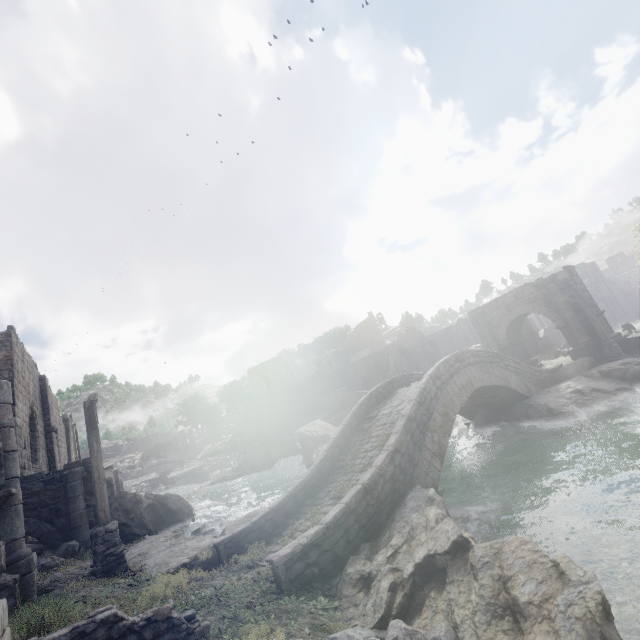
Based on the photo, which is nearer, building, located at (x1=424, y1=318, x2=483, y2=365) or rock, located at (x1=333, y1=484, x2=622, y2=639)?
rock, located at (x1=333, y1=484, x2=622, y2=639)

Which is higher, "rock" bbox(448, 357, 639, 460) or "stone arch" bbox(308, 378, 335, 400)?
"stone arch" bbox(308, 378, 335, 400)

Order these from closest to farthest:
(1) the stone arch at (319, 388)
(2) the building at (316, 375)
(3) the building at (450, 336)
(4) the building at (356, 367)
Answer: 1. (3) the building at (450, 336)
2. (4) the building at (356, 367)
3. (1) the stone arch at (319, 388)
4. (2) the building at (316, 375)

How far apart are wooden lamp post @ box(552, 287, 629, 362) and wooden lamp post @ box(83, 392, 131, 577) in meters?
24.3 m

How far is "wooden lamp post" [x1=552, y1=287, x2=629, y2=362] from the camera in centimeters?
1853cm

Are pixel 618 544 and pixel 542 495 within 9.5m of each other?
yes

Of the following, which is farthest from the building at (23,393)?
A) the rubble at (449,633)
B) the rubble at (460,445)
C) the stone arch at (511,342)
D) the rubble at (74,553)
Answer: the rubble at (460,445)

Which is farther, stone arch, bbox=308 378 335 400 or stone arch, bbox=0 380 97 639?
stone arch, bbox=308 378 335 400
